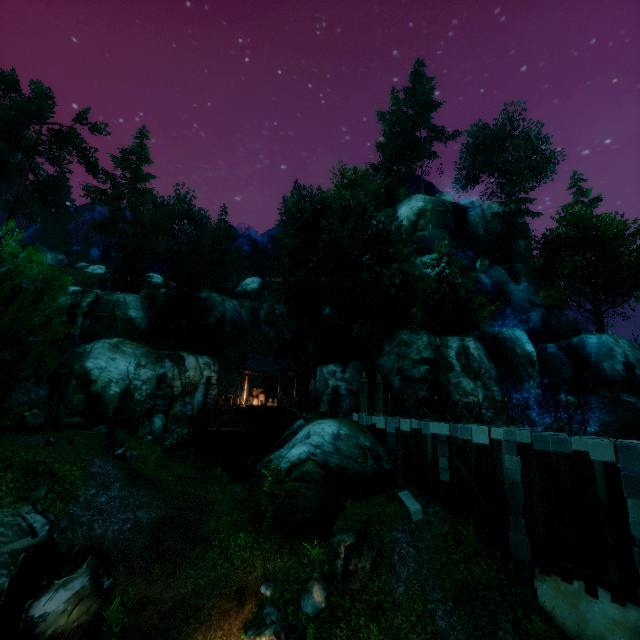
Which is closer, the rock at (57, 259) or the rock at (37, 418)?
the rock at (37, 418)

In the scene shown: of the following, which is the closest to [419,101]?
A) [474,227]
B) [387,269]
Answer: → [474,227]

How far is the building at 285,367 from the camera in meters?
28.5

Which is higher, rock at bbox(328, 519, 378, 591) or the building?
the building

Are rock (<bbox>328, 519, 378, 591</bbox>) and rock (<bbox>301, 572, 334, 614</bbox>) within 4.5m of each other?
yes

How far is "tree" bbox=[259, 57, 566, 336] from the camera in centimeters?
2670cm

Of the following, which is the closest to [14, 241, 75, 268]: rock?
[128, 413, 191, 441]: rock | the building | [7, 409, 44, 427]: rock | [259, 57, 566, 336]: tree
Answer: [259, 57, 566, 336]: tree

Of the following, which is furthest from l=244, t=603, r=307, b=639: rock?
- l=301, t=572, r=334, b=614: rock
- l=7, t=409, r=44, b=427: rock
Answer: l=7, t=409, r=44, b=427: rock
